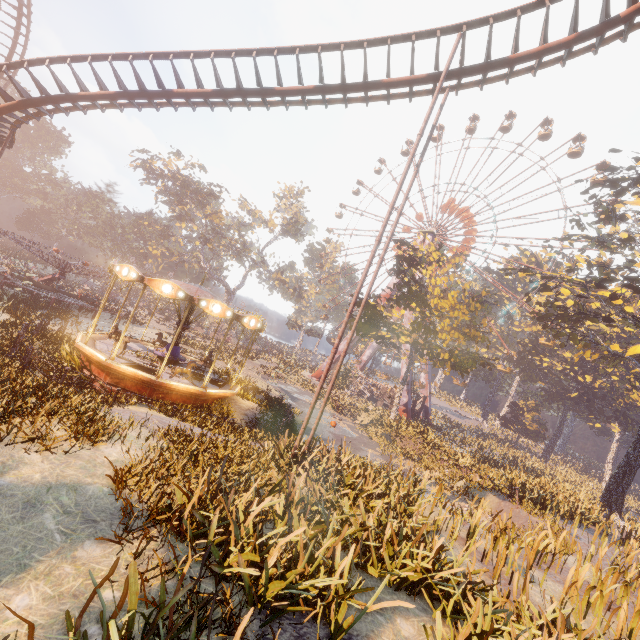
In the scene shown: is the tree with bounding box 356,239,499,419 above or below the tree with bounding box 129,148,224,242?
below

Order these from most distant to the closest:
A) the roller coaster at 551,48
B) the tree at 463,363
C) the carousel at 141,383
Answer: the tree at 463,363 < the carousel at 141,383 < the roller coaster at 551,48

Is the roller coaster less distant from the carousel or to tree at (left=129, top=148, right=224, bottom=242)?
the carousel

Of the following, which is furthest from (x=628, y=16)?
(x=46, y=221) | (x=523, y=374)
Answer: (x=46, y=221)

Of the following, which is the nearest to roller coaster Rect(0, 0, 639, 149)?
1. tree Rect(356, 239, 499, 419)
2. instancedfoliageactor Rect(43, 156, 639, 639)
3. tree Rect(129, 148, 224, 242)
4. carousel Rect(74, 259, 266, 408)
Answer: instancedfoliageactor Rect(43, 156, 639, 639)

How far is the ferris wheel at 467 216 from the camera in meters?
41.3 m

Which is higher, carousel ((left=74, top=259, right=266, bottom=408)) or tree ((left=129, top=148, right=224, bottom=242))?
tree ((left=129, top=148, right=224, bottom=242))

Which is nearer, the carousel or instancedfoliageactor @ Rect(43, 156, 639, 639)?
instancedfoliageactor @ Rect(43, 156, 639, 639)
